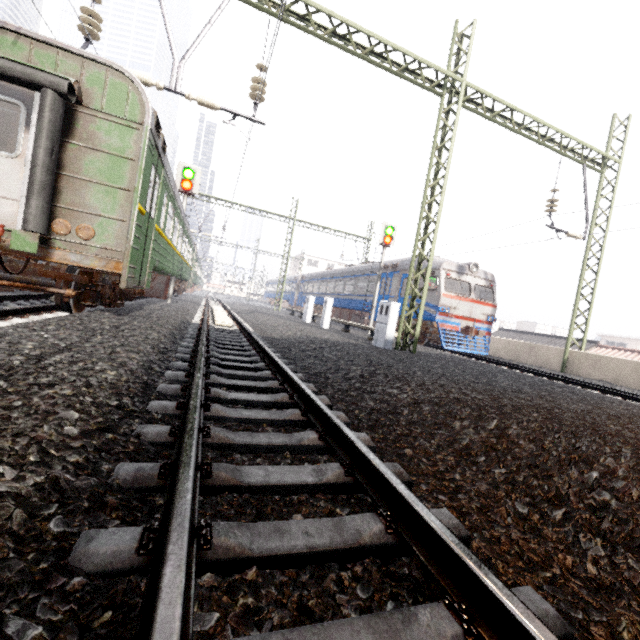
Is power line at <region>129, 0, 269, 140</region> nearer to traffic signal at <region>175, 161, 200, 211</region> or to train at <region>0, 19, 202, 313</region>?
train at <region>0, 19, 202, 313</region>

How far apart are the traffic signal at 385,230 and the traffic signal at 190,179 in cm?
896

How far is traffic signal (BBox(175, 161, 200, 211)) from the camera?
13.5m

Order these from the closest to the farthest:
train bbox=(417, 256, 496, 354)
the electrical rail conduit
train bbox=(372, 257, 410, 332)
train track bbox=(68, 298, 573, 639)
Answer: train track bbox=(68, 298, 573, 639)
the electrical rail conduit
train bbox=(417, 256, 496, 354)
train bbox=(372, 257, 410, 332)

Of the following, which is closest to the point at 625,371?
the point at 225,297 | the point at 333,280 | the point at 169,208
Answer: the point at 333,280

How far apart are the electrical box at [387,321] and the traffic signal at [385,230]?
6.7m

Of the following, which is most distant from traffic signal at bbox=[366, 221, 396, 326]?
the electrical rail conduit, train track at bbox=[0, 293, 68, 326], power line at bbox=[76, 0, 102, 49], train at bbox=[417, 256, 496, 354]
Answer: train track at bbox=[0, 293, 68, 326]

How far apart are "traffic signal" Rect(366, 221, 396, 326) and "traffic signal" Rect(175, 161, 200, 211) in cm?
896
